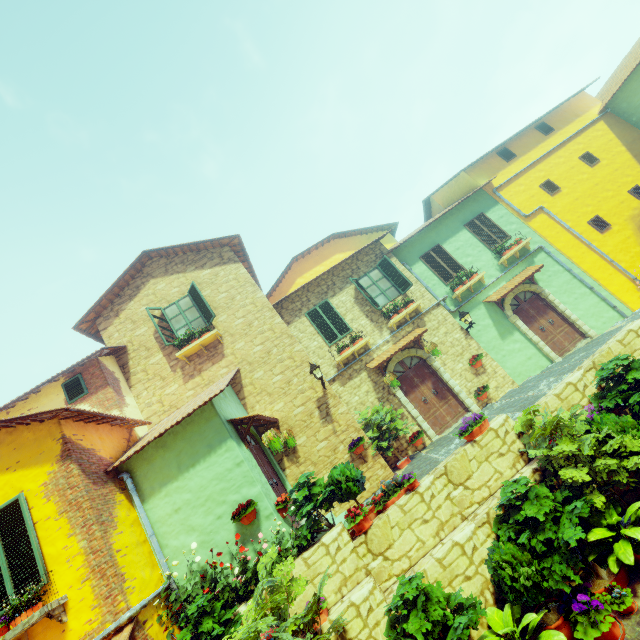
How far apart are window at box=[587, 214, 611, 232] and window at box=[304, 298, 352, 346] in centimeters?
1091cm

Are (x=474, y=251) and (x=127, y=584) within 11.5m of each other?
no

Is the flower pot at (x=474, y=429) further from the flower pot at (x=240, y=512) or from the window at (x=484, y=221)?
the window at (x=484, y=221)

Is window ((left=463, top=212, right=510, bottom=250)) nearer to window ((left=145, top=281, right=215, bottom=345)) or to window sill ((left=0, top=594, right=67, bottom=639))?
window ((left=145, top=281, right=215, bottom=345))

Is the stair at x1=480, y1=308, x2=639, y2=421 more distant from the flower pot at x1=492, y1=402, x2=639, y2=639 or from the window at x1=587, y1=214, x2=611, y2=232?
the window at x1=587, y1=214, x2=611, y2=232

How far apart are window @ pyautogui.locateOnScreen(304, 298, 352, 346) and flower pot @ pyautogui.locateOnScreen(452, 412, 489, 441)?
5.7m

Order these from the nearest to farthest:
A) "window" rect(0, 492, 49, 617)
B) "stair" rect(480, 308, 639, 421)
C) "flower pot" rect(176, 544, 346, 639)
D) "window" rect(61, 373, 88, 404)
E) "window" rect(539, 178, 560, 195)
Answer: "flower pot" rect(176, 544, 346, 639)
"window" rect(0, 492, 49, 617)
"stair" rect(480, 308, 639, 421)
"window" rect(61, 373, 88, 404)
"window" rect(539, 178, 560, 195)

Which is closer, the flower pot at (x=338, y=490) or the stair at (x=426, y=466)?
the flower pot at (x=338, y=490)
